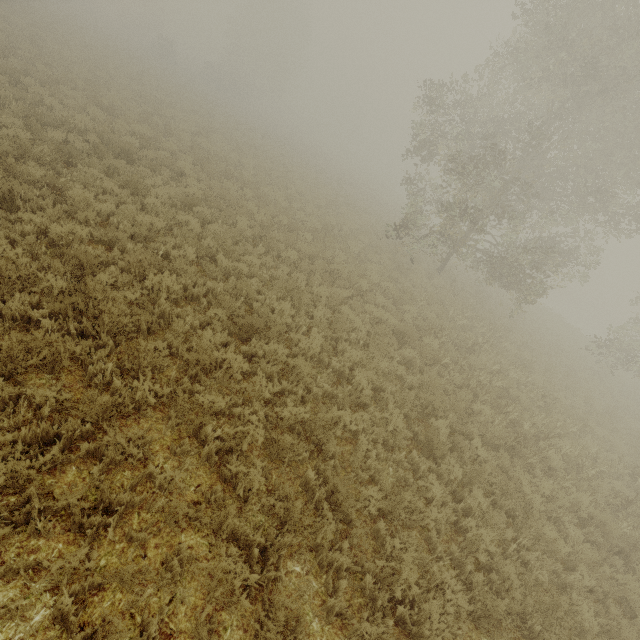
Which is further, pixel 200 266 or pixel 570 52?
pixel 570 52
